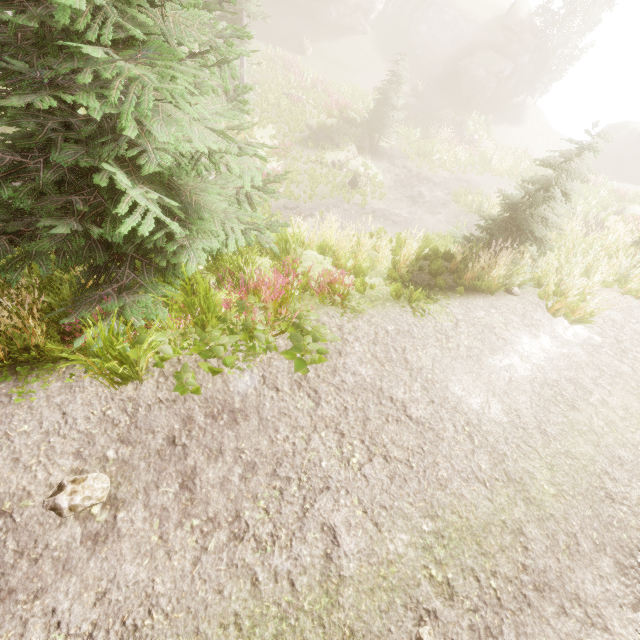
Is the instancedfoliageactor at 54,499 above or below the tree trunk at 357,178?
above

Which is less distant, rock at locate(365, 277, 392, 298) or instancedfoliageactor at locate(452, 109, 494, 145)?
→ rock at locate(365, 277, 392, 298)

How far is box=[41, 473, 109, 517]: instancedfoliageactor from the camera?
3.51m

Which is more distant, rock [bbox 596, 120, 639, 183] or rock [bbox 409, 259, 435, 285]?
rock [bbox 596, 120, 639, 183]

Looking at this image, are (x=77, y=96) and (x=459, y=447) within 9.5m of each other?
yes

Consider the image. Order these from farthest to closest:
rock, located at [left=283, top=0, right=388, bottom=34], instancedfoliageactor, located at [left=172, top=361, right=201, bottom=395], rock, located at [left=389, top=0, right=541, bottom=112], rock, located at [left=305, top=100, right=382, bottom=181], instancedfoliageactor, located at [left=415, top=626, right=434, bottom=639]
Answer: rock, located at [left=283, top=0, right=388, bottom=34] → rock, located at [left=389, top=0, right=541, bottom=112] → rock, located at [left=305, top=100, right=382, bottom=181] → instancedfoliageactor, located at [left=172, top=361, right=201, bottom=395] → instancedfoliageactor, located at [left=415, top=626, right=434, bottom=639]

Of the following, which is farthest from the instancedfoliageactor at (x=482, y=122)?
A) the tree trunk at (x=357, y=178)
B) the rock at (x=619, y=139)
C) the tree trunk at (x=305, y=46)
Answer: the tree trunk at (x=305, y=46)

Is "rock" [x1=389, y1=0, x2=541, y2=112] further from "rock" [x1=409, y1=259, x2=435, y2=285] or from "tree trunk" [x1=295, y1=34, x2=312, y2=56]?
"rock" [x1=409, y1=259, x2=435, y2=285]
